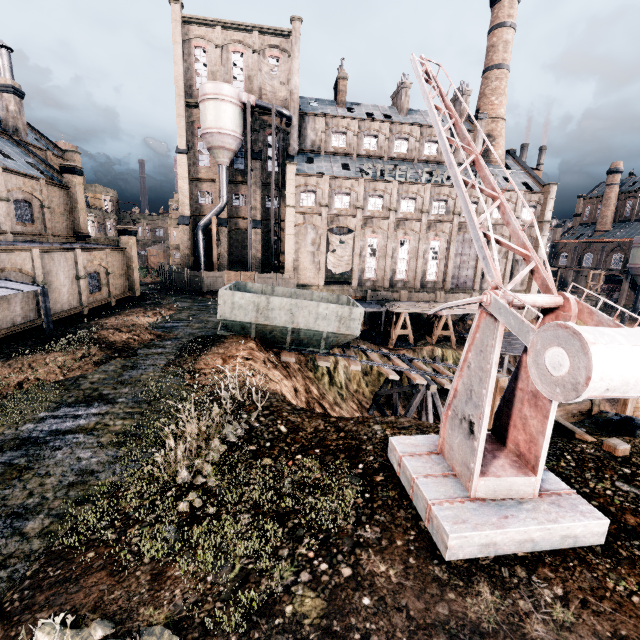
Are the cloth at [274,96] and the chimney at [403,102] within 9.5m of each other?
no

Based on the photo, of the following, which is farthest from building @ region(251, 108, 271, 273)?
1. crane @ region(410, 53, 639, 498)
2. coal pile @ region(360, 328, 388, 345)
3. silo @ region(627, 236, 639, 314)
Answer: crane @ region(410, 53, 639, 498)

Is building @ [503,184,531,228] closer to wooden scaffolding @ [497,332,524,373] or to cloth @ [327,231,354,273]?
cloth @ [327,231,354,273]

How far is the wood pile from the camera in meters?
35.7 m

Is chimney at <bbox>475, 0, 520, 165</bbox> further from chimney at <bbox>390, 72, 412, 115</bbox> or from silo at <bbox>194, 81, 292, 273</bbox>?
silo at <bbox>194, 81, 292, 273</bbox>

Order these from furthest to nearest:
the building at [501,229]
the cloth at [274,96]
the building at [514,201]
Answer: the building at [501,229] < the building at [514,201] < the cloth at [274,96]

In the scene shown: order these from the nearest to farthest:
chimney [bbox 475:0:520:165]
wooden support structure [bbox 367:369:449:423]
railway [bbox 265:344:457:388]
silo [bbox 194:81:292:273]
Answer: railway [bbox 265:344:457:388] < wooden support structure [bbox 367:369:449:423] < silo [bbox 194:81:292:273] < chimney [bbox 475:0:520:165]

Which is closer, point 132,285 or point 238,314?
point 238,314
